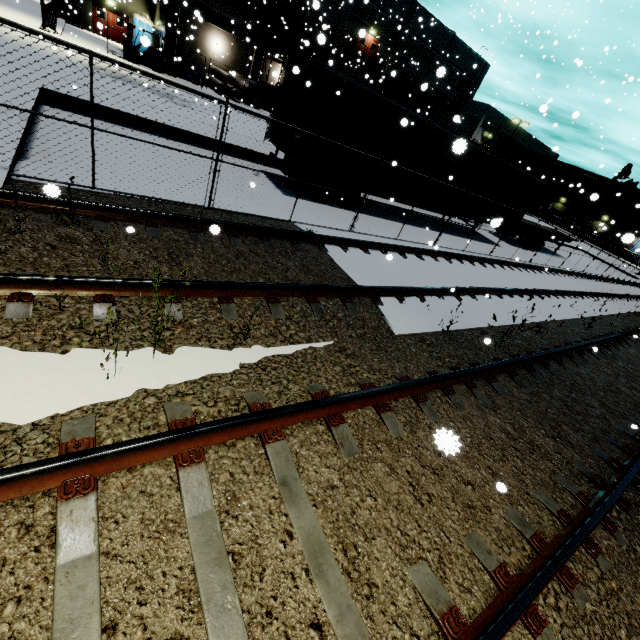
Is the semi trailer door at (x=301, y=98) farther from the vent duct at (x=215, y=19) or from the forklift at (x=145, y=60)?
the vent duct at (x=215, y=19)

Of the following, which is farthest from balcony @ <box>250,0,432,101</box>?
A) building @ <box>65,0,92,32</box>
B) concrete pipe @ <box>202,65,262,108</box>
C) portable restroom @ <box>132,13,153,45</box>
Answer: concrete pipe @ <box>202,65,262,108</box>

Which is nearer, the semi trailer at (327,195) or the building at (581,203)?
the semi trailer at (327,195)

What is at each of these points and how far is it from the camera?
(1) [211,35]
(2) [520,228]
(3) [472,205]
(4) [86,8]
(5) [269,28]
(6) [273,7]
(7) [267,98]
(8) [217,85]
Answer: (1) building, 29.67m
(2) semi trailer, 21.97m
(3) semi trailer, 16.36m
(4) building, 30.31m
(5) building, 31.16m
(6) balcony, 27.92m
(7) tarp, 27.41m
(8) concrete pipe, 27.47m

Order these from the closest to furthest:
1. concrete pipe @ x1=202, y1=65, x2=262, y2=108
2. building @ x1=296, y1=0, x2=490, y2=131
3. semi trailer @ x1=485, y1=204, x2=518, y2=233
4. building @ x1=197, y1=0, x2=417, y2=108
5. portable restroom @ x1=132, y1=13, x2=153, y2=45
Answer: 1. semi trailer @ x1=485, y1=204, x2=518, y2=233
2. concrete pipe @ x1=202, y1=65, x2=262, y2=108
3. building @ x1=197, y1=0, x2=417, y2=108
4. portable restroom @ x1=132, y1=13, x2=153, y2=45
5. building @ x1=296, y1=0, x2=490, y2=131

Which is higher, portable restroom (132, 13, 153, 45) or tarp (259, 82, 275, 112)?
portable restroom (132, 13, 153, 45)

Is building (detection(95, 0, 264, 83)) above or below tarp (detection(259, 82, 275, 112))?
above

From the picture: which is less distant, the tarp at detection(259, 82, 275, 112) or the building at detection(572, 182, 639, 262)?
the tarp at detection(259, 82, 275, 112)
